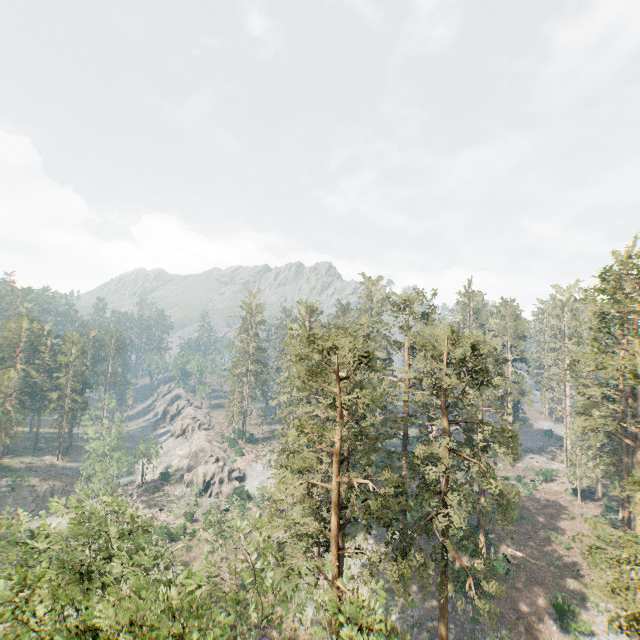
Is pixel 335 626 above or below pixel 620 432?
below
